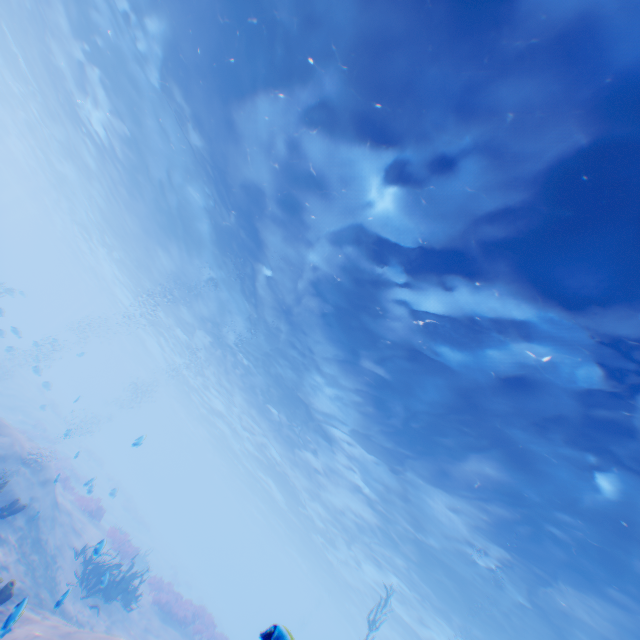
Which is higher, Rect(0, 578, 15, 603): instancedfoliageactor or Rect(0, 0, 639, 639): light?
Rect(0, 0, 639, 639): light

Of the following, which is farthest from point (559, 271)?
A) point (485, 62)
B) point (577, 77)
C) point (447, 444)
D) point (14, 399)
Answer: point (14, 399)

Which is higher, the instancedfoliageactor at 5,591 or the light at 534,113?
the light at 534,113
